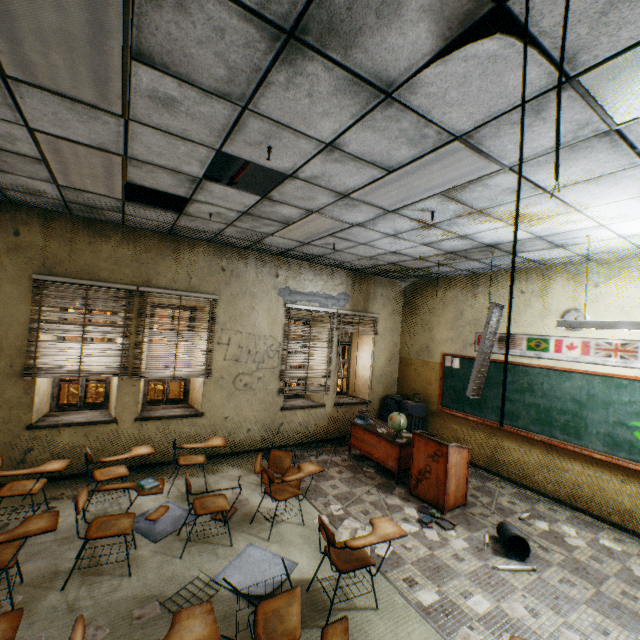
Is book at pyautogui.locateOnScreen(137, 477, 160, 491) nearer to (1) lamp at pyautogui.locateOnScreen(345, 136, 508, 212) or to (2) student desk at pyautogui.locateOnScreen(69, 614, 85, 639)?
(2) student desk at pyautogui.locateOnScreen(69, 614, 85, 639)

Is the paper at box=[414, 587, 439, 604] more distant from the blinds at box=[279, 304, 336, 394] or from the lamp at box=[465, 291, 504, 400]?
the blinds at box=[279, 304, 336, 394]

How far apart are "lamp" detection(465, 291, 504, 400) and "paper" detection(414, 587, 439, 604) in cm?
259

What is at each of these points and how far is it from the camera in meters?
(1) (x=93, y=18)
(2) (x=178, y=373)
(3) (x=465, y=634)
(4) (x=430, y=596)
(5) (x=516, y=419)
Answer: (1) lamp, 1.6 m
(2) blinds, 5.6 m
(3) paper, 2.8 m
(4) paper, 3.2 m
(5) blackboard, 5.9 m

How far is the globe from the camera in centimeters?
569cm

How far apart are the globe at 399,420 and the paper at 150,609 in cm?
401

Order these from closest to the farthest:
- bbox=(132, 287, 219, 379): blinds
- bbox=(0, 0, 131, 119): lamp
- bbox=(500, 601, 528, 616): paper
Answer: bbox=(0, 0, 131, 119): lamp → bbox=(500, 601, 528, 616): paper → bbox=(132, 287, 219, 379): blinds

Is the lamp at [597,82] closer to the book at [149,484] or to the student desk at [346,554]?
the student desk at [346,554]
